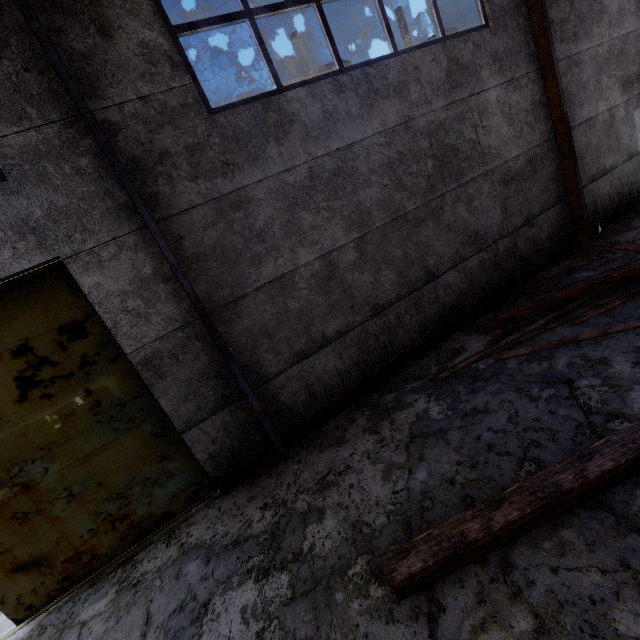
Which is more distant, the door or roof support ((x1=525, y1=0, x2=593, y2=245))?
roof support ((x1=525, y1=0, x2=593, y2=245))

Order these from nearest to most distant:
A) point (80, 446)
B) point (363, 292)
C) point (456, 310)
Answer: point (80, 446)
point (363, 292)
point (456, 310)

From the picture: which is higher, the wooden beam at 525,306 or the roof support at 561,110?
the roof support at 561,110

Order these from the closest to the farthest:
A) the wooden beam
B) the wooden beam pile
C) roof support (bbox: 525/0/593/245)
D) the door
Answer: the wooden beam pile → the door → the wooden beam → roof support (bbox: 525/0/593/245)

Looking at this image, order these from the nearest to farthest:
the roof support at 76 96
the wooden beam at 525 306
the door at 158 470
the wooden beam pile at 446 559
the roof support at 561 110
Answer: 1. the wooden beam pile at 446 559
2. the roof support at 76 96
3. the door at 158 470
4. the wooden beam at 525 306
5. the roof support at 561 110

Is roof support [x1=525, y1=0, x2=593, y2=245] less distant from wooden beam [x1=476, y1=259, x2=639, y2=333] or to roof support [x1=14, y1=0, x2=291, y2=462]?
wooden beam [x1=476, y1=259, x2=639, y2=333]

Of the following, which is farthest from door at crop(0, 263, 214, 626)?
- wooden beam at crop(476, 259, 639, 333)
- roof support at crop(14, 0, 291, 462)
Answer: wooden beam at crop(476, 259, 639, 333)

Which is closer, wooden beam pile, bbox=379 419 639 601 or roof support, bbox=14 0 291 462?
wooden beam pile, bbox=379 419 639 601
